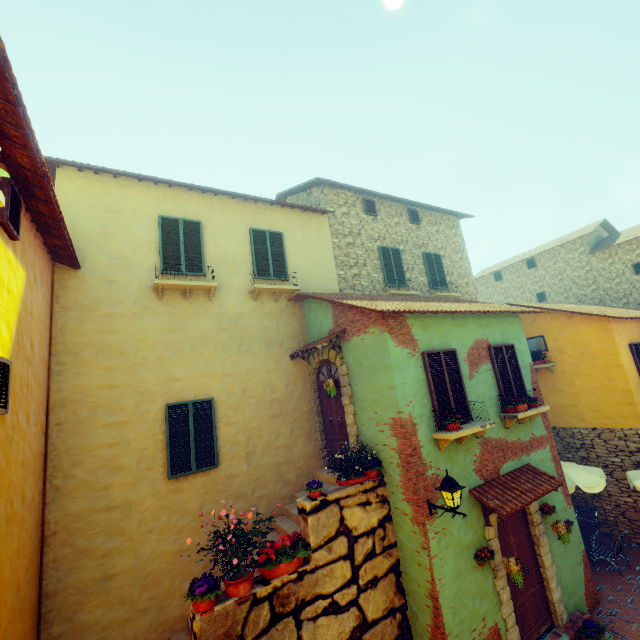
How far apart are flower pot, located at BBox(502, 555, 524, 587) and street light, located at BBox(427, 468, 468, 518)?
1.7m

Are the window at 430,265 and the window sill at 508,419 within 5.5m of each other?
no

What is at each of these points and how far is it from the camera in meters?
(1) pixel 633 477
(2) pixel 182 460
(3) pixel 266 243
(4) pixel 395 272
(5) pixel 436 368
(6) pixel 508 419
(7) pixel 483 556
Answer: (1) table, 9.6 m
(2) window, 7.5 m
(3) window, 10.1 m
(4) window, 12.6 m
(5) window, 7.3 m
(6) window sill, 8.0 m
(7) flower pot, 6.4 m

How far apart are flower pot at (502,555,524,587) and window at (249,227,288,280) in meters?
8.4

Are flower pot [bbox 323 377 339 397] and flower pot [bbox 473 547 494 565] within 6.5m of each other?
yes

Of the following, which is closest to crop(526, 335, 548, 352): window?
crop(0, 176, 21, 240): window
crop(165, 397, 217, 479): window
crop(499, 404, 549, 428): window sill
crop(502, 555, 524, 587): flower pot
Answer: crop(0, 176, 21, 240): window

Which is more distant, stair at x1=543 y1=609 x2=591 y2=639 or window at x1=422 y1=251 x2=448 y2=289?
window at x1=422 y1=251 x2=448 y2=289

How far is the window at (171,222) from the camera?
8.45m
